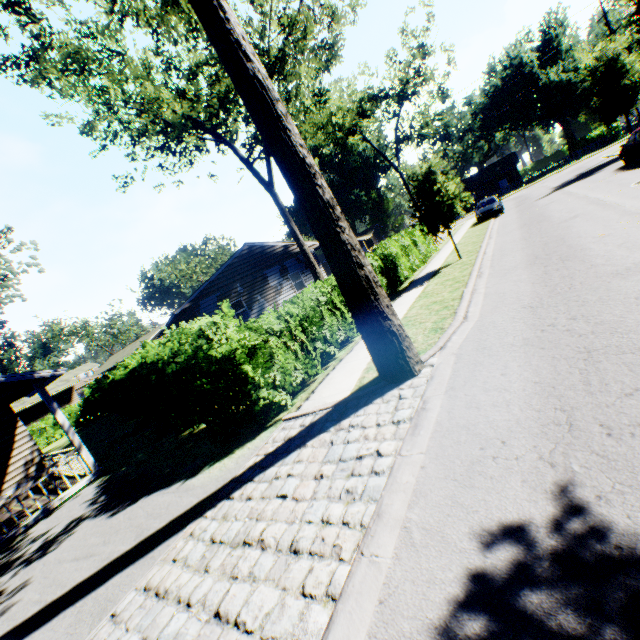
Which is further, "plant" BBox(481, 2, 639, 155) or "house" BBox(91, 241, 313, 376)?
"plant" BBox(481, 2, 639, 155)

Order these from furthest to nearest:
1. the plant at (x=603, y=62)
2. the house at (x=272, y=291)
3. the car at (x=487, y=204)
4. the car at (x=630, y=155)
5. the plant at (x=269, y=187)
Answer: the car at (x=487, y=204)
the plant at (x=603, y=62)
the house at (x=272, y=291)
the car at (x=630, y=155)
the plant at (x=269, y=187)

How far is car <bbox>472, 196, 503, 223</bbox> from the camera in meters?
25.3 m

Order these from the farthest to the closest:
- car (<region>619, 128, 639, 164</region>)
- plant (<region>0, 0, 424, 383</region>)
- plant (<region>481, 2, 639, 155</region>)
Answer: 1. plant (<region>481, 2, 639, 155</region>)
2. car (<region>619, 128, 639, 164</region>)
3. plant (<region>0, 0, 424, 383</region>)

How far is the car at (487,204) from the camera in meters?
25.3

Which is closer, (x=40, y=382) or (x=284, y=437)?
(x=284, y=437)

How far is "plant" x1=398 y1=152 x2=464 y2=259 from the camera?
14.4m

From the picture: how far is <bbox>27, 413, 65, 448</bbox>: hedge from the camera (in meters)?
28.64
